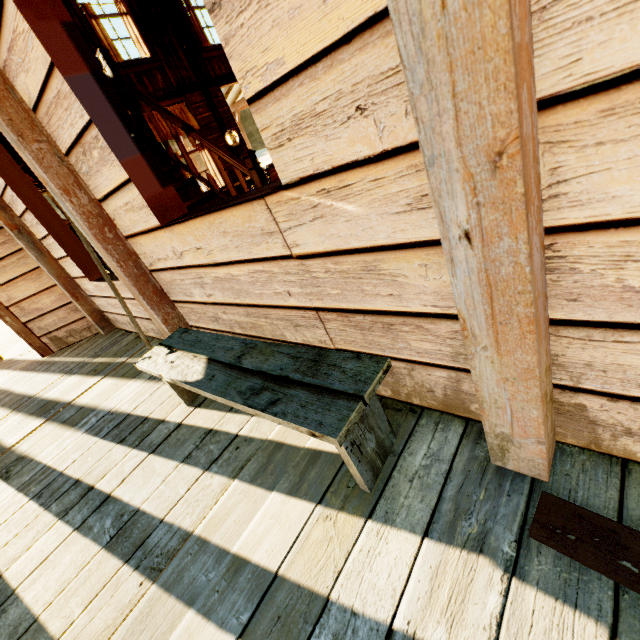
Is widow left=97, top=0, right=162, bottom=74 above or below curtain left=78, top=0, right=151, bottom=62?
below

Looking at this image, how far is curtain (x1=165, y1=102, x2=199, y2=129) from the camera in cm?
781

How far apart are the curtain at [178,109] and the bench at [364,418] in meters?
7.3 m

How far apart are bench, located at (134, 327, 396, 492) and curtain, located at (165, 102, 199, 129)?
7.3m

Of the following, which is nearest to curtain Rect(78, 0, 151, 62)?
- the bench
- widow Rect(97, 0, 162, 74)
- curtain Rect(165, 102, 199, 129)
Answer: widow Rect(97, 0, 162, 74)

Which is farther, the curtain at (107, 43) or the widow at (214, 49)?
the widow at (214, 49)

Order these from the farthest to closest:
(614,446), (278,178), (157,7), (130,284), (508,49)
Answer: (278,178) < (157,7) < (130,284) < (614,446) < (508,49)

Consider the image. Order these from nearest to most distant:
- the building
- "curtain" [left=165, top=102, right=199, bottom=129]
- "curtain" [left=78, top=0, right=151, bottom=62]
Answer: the building
"curtain" [left=78, top=0, right=151, bottom=62]
"curtain" [left=165, top=102, right=199, bottom=129]
